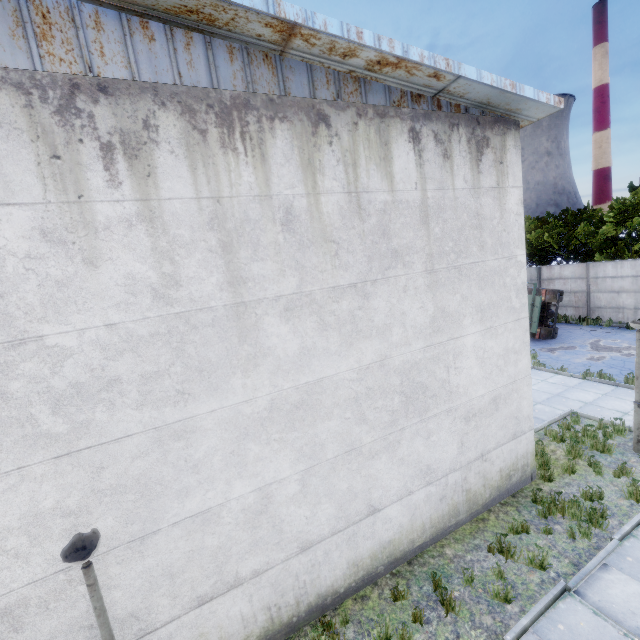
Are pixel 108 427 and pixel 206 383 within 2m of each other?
yes

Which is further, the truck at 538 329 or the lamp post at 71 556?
the truck at 538 329

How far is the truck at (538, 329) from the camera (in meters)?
17.16

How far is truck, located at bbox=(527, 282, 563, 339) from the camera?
17.2m

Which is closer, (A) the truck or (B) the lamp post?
(B) the lamp post
